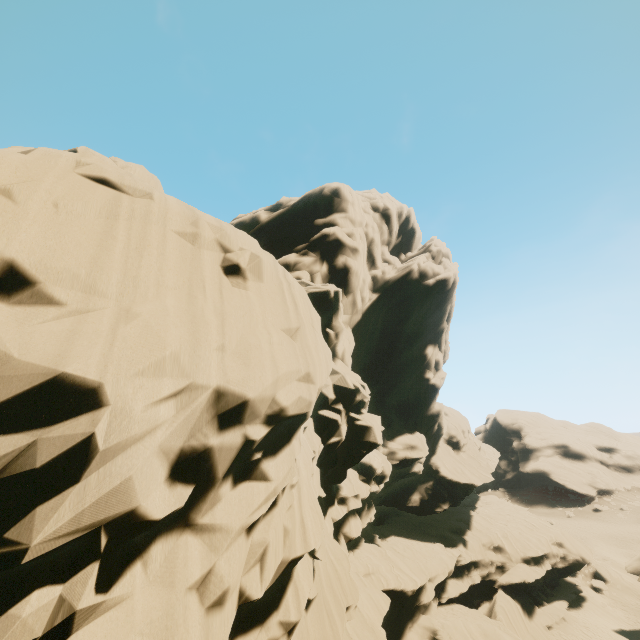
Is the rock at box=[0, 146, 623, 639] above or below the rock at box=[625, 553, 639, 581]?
above

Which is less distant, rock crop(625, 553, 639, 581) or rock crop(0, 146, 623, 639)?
rock crop(0, 146, 623, 639)

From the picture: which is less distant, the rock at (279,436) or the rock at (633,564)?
the rock at (279,436)

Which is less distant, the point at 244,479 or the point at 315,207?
the point at 244,479

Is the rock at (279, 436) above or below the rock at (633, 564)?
above
